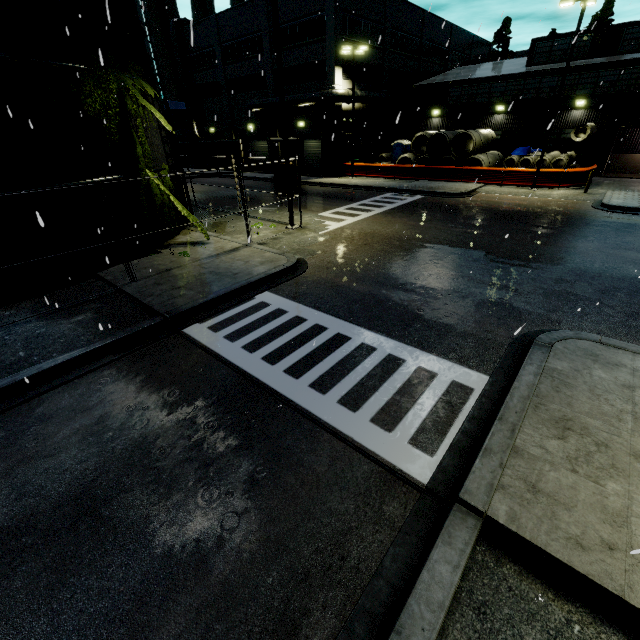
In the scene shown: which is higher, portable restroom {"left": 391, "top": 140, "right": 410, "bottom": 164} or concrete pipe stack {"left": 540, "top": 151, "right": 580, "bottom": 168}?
portable restroom {"left": 391, "top": 140, "right": 410, "bottom": 164}

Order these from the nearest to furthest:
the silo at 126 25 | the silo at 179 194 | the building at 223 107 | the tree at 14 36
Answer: the tree at 14 36 < the silo at 126 25 < the silo at 179 194 < the building at 223 107

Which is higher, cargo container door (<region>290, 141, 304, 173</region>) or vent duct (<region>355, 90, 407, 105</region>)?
vent duct (<region>355, 90, 407, 105</region>)

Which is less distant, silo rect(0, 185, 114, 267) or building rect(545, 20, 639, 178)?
silo rect(0, 185, 114, 267)

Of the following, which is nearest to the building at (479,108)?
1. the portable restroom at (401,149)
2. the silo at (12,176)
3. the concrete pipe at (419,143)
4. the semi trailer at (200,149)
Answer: the silo at (12,176)

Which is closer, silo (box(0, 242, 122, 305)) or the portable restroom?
silo (box(0, 242, 122, 305))

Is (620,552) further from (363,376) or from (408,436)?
(363,376)

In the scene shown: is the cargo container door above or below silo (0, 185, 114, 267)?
above
